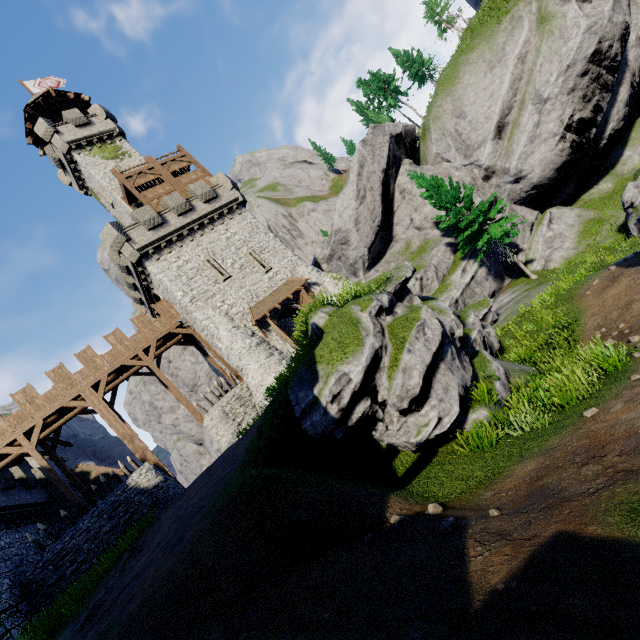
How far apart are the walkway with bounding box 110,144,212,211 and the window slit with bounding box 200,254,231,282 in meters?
5.1

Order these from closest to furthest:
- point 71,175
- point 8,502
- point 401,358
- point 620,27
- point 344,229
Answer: point 401,358
point 8,502
point 620,27
point 71,175
point 344,229

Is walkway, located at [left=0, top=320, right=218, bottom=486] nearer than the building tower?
Yes

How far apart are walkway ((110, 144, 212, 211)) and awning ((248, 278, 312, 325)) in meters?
10.8

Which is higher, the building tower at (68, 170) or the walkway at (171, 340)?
the building tower at (68, 170)

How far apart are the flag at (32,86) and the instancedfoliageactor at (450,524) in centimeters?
5139cm

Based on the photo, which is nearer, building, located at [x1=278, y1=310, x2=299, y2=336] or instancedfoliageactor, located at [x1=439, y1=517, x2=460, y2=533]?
instancedfoliageactor, located at [x1=439, y1=517, x2=460, y2=533]

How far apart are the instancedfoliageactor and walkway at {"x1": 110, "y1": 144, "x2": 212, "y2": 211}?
28.1m
